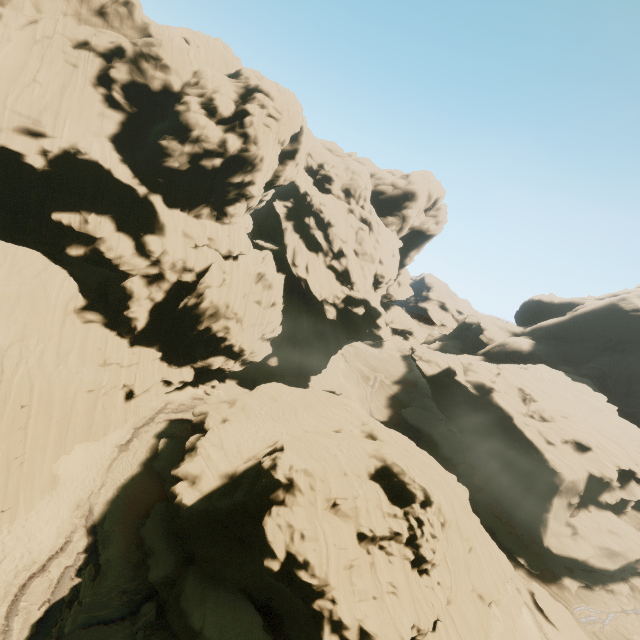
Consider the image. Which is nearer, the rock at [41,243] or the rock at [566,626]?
the rock at [41,243]

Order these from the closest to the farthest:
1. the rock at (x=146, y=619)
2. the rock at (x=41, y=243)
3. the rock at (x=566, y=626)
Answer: the rock at (x=146, y=619) → the rock at (x=41, y=243) → the rock at (x=566, y=626)

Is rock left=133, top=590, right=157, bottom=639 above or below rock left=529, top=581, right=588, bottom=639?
above

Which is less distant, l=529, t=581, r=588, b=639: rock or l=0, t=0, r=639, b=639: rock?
l=0, t=0, r=639, b=639: rock

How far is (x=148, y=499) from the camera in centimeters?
2469cm

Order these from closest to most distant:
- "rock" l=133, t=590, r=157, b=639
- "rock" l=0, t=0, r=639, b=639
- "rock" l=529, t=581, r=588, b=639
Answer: "rock" l=133, t=590, r=157, b=639 → "rock" l=0, t=0, r=639, b=639 → "rock" l=529, t=581, r=588, b=639
